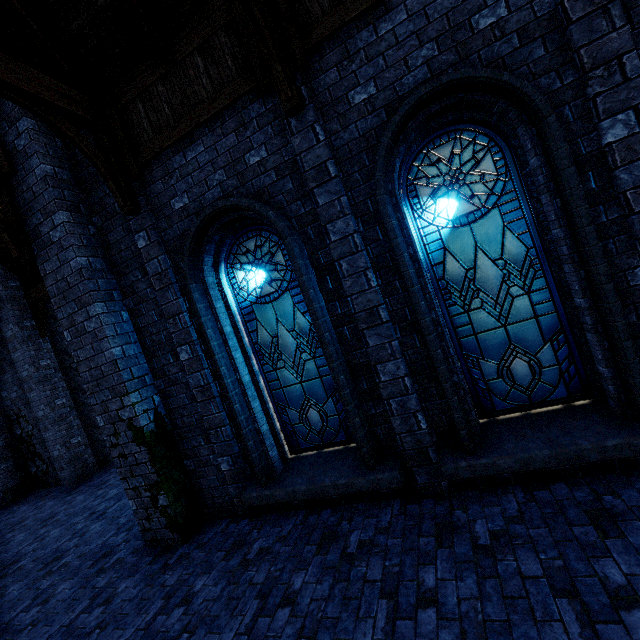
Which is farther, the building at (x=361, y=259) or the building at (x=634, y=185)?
the building at (x=361, y=259)

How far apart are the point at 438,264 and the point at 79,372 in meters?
6.0 m

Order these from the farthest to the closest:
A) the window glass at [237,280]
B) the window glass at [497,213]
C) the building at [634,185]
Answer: the window glass at [237,280] → the window glass at [497,213] → the building at [634,185]

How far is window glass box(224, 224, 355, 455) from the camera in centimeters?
496cm

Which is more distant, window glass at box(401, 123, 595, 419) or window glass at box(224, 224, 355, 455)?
window glass at box(224, 224, 355, 455)

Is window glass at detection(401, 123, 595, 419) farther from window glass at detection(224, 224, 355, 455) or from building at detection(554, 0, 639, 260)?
window glass at detection(224, 224, 355, 455)
